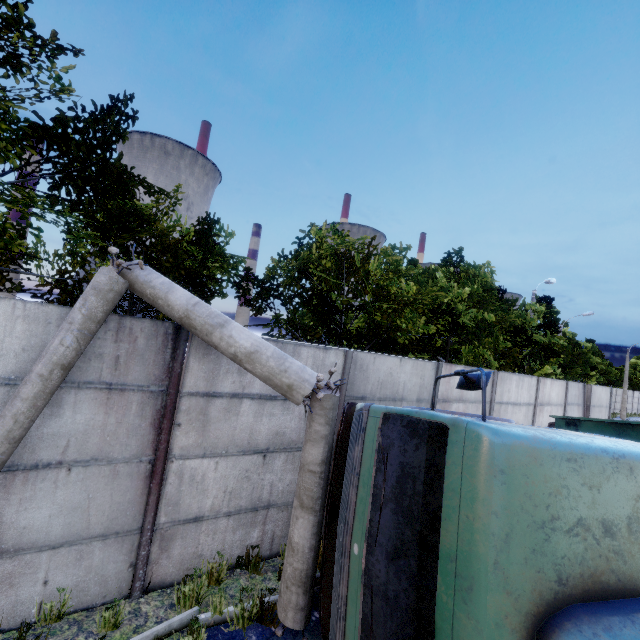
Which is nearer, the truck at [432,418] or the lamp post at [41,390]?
the truck at [432,418]

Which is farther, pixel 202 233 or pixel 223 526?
pixel 202 233

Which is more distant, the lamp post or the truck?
the lamp post
